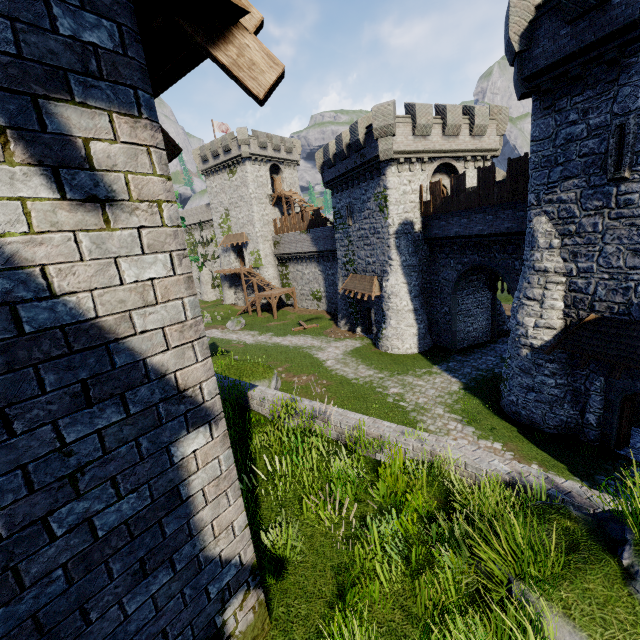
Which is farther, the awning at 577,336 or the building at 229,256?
the building at 229,256

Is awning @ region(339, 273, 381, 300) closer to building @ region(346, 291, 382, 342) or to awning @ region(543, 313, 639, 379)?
building @ region(346, 291, 382, 342)

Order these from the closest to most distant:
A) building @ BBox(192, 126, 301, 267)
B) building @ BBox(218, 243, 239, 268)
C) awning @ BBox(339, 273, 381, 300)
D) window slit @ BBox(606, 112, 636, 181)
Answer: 1. window slit @ BBox(606, 112, 636, 181)
2. awning @ BBox(339, 273, 381, 300)
3. building @ BBox(192, 126, 301, 267)
4. building @ BBox(218, 243, 239, 268)

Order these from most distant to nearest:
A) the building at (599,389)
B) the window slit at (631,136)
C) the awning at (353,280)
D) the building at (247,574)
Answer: the awning at (353,280) < the building at (599,389) < the window slit at (631,136) < the building at (247,574)

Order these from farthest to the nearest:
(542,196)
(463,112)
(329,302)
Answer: (329,302)
(463,112)
(542,196)

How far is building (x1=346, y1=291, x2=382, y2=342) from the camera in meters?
26.9

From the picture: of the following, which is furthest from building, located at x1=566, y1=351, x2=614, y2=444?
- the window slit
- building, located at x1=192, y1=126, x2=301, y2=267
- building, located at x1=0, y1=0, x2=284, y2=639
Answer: building, located at x1=192, y1=126, x2=301, y2=267

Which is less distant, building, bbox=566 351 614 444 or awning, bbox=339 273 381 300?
building, bbox=566 351 614 444
